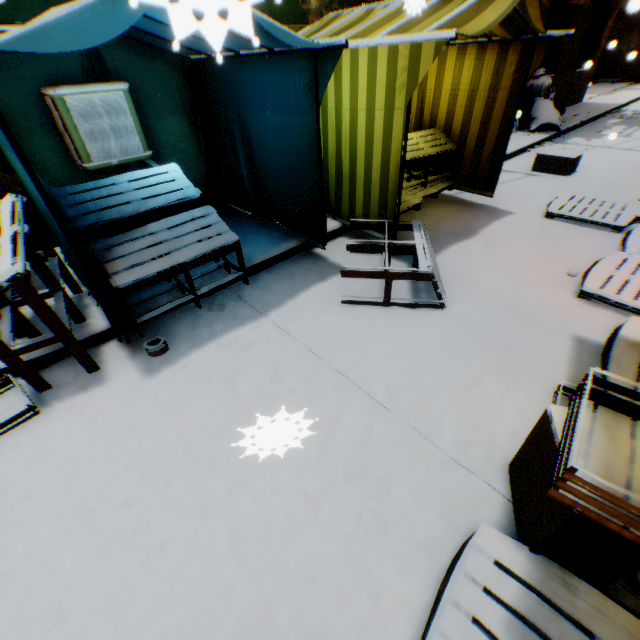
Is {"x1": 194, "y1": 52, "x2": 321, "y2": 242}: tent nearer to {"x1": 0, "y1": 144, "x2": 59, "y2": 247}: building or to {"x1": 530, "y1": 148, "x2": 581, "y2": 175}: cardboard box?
{"x1": 0, "y1": 144, "x2": 59, "y2": 247}: building

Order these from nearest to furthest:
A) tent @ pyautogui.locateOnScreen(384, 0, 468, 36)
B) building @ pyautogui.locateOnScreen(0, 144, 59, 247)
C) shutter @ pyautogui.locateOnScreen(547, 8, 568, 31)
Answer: tent @ pyautogui.locateOnScreen(384, 0, 468, 36) < building @ pyautogui.locateOnScreen(0, 144, 59, 247) < shutter @ pyautogui.locateOnScreen(547, 8, 568, 31)

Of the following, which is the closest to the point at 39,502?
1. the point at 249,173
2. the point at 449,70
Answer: the point at 249,173

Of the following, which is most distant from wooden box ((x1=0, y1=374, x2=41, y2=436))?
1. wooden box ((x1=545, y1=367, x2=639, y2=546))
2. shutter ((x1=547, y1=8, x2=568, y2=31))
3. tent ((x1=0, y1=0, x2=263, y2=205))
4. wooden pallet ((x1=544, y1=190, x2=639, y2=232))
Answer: shutter ((x1=547, y1=8, x2=568, y2=31))

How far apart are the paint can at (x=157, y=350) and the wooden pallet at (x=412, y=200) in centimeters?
318cm

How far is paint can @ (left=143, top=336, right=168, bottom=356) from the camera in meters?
3.1

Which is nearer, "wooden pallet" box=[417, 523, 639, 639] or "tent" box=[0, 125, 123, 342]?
"wooden pallet" box=[417, 523, 639, 639]

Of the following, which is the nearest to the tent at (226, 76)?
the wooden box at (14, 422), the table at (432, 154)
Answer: the table at (432, 154)
